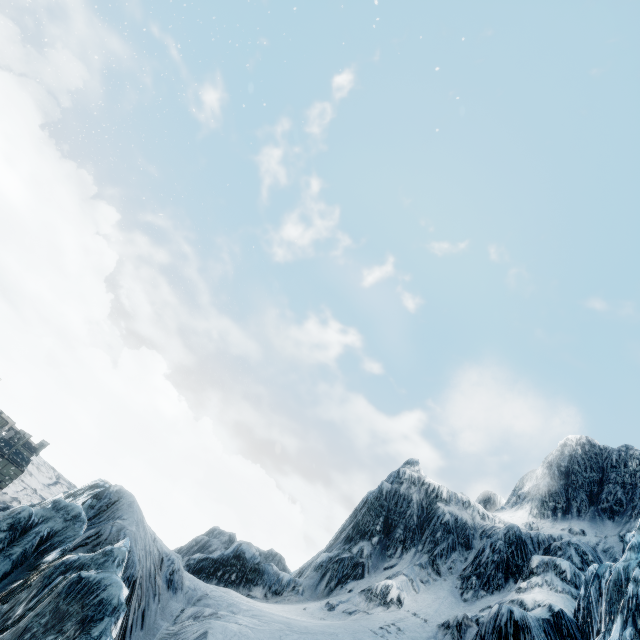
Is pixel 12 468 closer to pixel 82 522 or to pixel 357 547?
pixel 357 547
